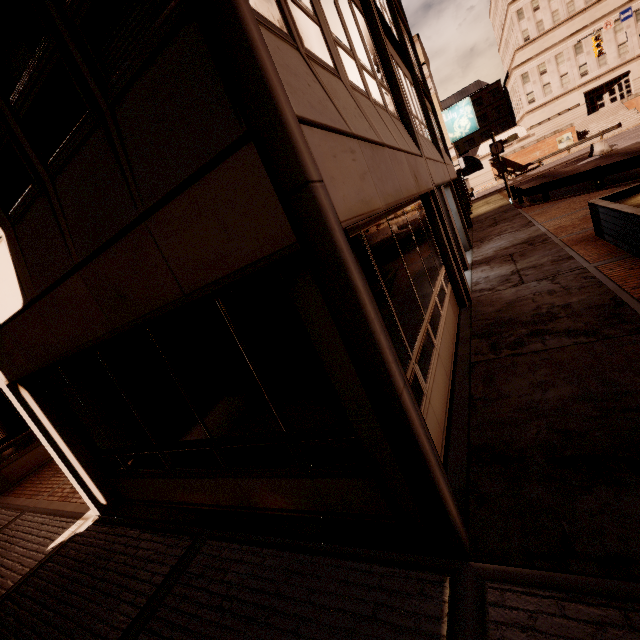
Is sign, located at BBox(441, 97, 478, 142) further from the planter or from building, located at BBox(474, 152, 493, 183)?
building, located at BBox(474, 152, 493, 183)

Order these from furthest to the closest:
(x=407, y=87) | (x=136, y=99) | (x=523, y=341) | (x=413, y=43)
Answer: (x=413, y=43), (x=407, y=87), (x=523, y=341), (x=136, y=99)

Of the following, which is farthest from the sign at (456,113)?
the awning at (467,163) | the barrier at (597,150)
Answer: the barrier at (597,150)

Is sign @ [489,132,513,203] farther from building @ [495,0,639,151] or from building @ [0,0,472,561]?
building @ [495,0,639,151]

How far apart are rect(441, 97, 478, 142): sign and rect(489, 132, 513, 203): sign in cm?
354

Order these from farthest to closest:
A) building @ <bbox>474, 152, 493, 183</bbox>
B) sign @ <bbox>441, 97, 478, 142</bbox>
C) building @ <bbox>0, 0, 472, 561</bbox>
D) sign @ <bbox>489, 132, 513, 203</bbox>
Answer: building @ <bbox>474, 152, 493, 183</bbox>, sign @ <bbox>441, 97, 478, 142</bbox>, sign @ <bbox>489, 132, 513, 203</bbox>, building @ <bbox>0, 0, 472, 561</bbox>

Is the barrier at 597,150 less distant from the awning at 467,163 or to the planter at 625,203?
the awning at 467,163

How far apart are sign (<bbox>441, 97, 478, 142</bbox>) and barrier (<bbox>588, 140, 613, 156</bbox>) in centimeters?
1173cm
